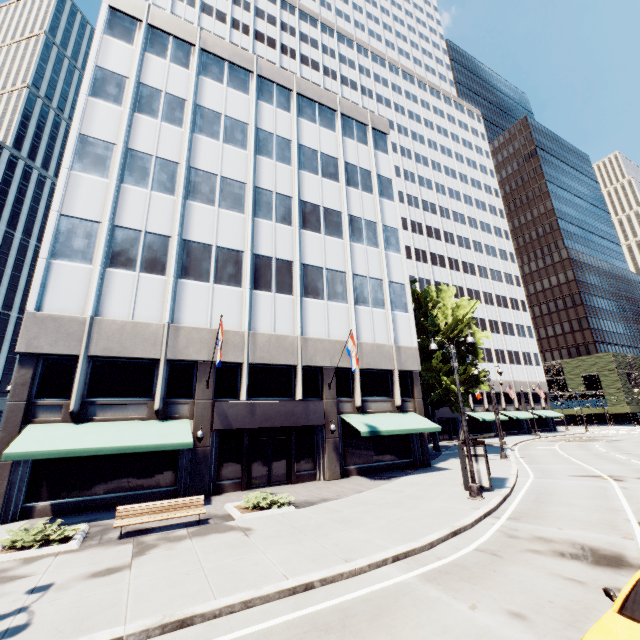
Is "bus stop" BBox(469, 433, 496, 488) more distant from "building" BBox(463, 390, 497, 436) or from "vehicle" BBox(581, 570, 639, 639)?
"vehicle" BBox(581, 570, 639, 639)

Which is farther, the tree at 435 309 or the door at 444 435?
the door at 444 435

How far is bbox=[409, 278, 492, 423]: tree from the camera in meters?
28.8 m

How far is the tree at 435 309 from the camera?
28.77m

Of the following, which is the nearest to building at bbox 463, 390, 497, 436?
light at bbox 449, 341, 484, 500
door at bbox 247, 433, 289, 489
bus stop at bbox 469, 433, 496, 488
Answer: door at bbox 247, 433, 289, 489

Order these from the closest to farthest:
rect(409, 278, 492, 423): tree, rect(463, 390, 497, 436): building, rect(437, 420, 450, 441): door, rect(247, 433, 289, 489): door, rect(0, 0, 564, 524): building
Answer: rect(0, 0, 564, 524): building → rect(247, 433, 289, 489): door → rect(409, 278, 492, 423): tree → rect(437, 420, 450, 441): door → rect(463, 390, 497, 436): building

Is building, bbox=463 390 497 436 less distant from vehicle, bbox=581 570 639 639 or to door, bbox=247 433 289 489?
door, bbox=247 433 289 489

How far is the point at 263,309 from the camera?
20.9m
